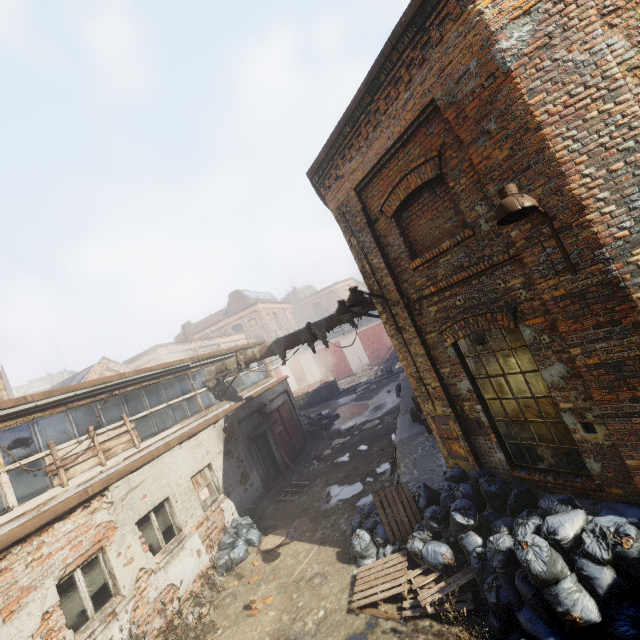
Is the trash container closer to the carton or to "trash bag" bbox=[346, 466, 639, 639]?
the carton

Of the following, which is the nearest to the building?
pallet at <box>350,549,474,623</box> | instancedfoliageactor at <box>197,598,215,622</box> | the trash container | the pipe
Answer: pallet at <box>350,549,474,623</box>

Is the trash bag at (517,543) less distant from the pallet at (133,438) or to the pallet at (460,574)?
the pallet at (460,574)

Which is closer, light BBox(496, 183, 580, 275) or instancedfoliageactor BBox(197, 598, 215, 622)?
light BBox(496, 183, 580, 275)

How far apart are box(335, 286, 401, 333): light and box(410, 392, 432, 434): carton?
4.28m

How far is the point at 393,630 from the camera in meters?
5.3 m

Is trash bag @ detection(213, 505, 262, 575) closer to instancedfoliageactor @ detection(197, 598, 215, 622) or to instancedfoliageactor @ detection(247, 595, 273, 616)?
instancedfoliageactor @ detection(197, 598, 215, 622)

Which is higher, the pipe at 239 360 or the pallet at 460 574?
the pipe at 239 360
